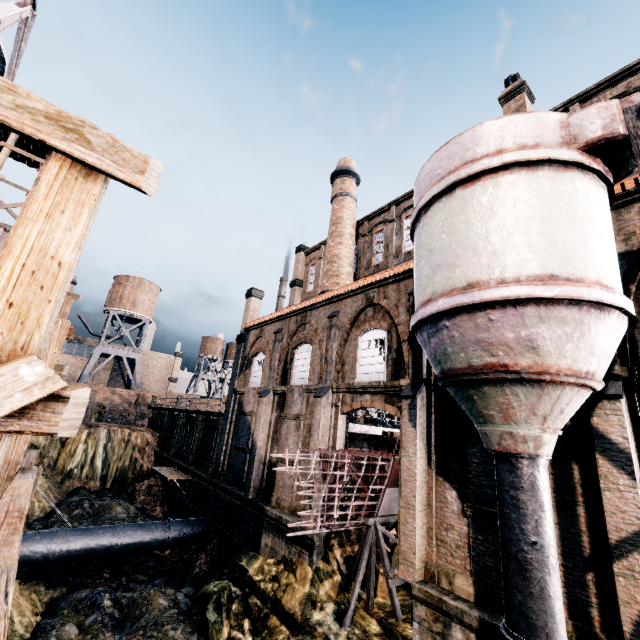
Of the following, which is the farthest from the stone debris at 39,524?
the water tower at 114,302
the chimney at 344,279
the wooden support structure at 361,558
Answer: the water tower at 114,302

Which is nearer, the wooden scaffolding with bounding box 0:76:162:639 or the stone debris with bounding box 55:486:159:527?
the wooden scaffolding with bounding box 0:76:162:639

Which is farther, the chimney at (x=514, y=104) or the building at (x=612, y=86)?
the chimney at (x=514, y=104)

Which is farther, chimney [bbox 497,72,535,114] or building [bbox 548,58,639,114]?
chimney [bbox 497,72,535,114]

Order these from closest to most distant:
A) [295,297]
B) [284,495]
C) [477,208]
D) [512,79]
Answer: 1. [477,208]
2. [284,495]
3. [512,79]
4. [295,297]

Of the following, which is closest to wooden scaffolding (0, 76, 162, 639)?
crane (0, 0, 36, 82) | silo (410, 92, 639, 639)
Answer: silo (410, 92, 639, 639)

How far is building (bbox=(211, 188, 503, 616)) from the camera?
10.84m

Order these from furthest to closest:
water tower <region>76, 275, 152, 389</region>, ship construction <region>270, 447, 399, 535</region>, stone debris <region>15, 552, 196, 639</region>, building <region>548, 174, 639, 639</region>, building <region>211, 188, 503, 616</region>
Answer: water tower <region>76, 275, 152, 389</region> → stone debris <region>15, 552, 196, 639</region> → ship construction <region>270, 447, 399, 535</region> → building <region>211, 188, 503, 616</region> → building <region>548, 174, 639, 639</region>
